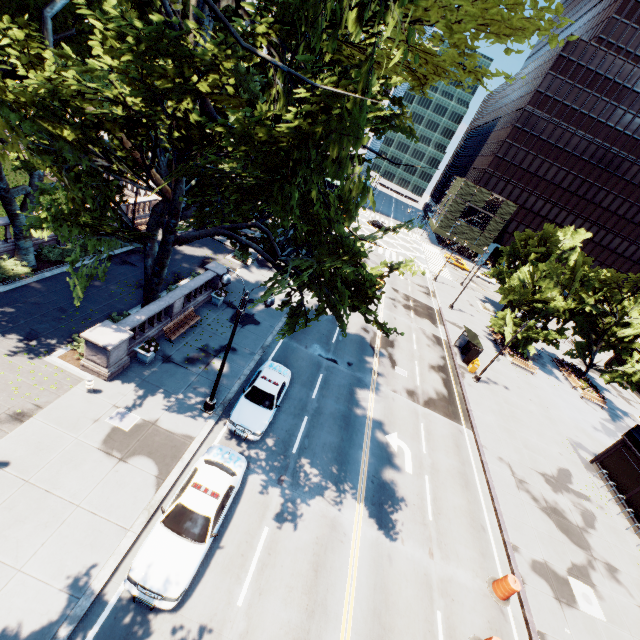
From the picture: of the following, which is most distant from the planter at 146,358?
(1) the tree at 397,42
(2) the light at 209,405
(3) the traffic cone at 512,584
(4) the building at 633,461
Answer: (4) the building at 633,461

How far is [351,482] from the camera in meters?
15.8

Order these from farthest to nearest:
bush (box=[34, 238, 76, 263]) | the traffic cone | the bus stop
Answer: the bus stop < bush (box=[34, 238, 76, 263]) < the traffic cone

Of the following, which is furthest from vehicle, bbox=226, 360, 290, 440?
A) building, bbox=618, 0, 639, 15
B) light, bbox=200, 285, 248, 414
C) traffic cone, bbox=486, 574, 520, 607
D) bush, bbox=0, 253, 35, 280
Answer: building, bbox=618, 0, 639, 15

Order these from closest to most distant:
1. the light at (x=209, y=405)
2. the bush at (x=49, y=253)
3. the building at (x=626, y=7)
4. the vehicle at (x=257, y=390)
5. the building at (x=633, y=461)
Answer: the light at (x=209, y=405)
the vehicle at (x=257, y=390)
the bush at (x=49, y=253)
the building at (x=633, y=461)
the building at (x=626, y=7)

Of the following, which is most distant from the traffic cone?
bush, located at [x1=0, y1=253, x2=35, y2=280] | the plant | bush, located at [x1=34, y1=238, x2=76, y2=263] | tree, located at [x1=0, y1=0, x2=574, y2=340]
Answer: bush, located at [x1=34, y1=238, x2=76, y2=263]

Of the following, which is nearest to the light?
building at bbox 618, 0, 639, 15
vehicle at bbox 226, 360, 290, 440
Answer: vehicle at bbox 226, 360, 290, 440

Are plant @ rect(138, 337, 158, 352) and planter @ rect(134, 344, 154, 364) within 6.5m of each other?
yes
